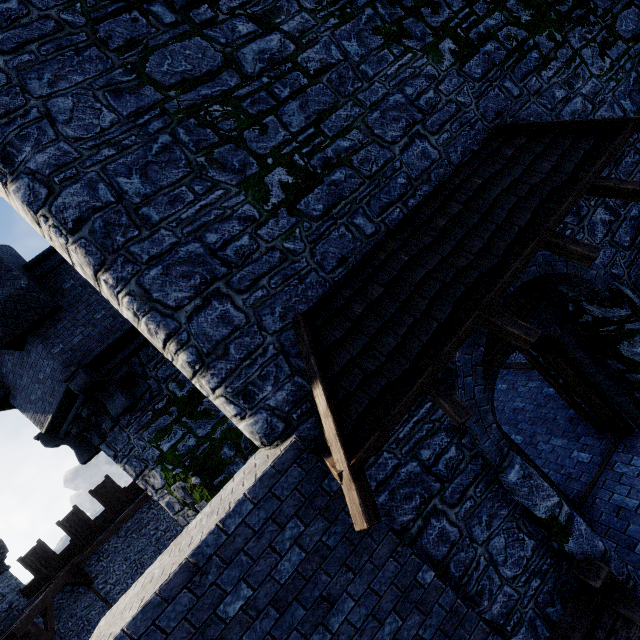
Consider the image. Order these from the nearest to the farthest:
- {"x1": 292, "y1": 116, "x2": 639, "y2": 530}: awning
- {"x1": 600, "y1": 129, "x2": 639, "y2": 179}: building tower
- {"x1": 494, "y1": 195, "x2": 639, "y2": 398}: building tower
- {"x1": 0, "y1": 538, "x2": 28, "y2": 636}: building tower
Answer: {"x1": 292, "y1": 116, "x2": 639, "y2": 530}: awning → {"x1": 494, "y1": 195, "x2": 639, "y2": 398}: building tower → {"x1": 600, "y1": 129, "x2": 639, "y2": 179}: building tower → {"x1": 0, "y1": 538, "x2": 28, "y2": 636}: building tower

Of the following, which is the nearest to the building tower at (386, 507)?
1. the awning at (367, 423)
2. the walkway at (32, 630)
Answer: the awning at (367, 423)

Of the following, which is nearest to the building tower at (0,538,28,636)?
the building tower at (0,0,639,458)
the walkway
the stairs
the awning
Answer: the walkway

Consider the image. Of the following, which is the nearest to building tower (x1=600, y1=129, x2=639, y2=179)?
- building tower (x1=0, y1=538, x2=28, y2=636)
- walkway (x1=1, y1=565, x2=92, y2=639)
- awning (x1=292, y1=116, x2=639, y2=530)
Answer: awning (x1=292, y1=116, x2=639, y2=530)

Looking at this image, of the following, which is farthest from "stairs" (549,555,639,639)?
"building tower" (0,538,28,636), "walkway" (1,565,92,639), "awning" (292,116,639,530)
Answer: "building tower" (0,538,28,636)

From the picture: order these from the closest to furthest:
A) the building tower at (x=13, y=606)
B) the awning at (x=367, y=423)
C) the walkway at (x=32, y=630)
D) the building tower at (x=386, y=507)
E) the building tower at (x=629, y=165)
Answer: the awning at (x=367, y=423), the building tower at (x=386, y=507), the building tower at (x=629, y=165), the walkway at (x=32, y=630), the building tower at (x=13, y=606)

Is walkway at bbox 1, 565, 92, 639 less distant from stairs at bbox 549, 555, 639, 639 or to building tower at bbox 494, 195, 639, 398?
building tower at bbox 494, 195, 639, 398

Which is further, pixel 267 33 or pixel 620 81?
pixel 620 81
